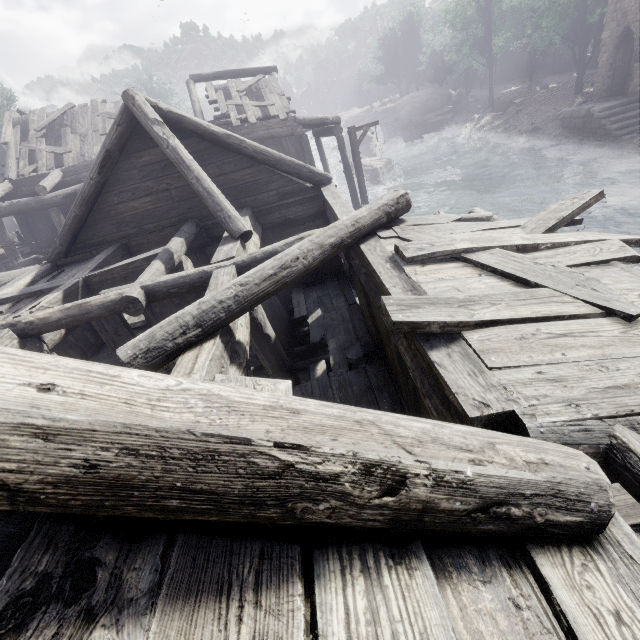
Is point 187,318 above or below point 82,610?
below

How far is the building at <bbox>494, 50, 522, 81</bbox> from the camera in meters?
47.6

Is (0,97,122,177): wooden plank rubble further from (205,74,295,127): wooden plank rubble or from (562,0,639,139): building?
(205,74,295,127): wooden plank rubble

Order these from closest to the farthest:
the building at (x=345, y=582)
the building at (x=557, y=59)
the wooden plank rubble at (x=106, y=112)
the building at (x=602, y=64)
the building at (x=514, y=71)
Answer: the building at (x=345, y=582) < the wooden plank rubble at (x=106, y=112) < the building at (x=602, y=64) < the building at (x=557, y=59) < the building at (x=514, y=71)

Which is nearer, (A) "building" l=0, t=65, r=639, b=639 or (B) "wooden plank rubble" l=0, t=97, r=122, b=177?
(A) "building" l=0, t=65, r=639, b=639

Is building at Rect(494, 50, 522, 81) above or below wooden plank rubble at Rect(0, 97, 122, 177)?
below

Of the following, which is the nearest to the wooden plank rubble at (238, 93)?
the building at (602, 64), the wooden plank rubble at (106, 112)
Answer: the building at (602, 64)
